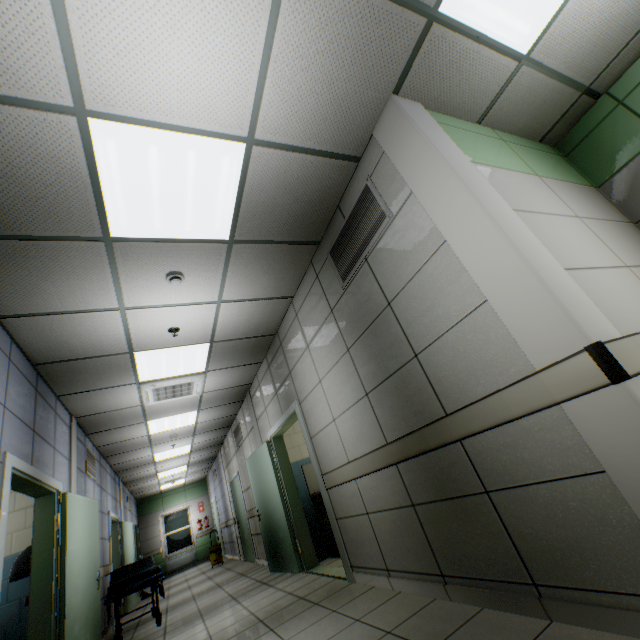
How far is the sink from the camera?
5.2m

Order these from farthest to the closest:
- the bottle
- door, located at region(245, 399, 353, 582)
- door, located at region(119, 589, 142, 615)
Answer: the bottle
door, located at region(119, 589, 142, 615)
door, located at region(245, 399, 353, 582)

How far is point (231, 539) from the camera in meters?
10.9

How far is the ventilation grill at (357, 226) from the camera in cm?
266

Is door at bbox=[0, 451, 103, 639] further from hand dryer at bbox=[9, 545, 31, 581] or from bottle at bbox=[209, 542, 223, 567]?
bottle at bbox=[209, 542, 223, 567]

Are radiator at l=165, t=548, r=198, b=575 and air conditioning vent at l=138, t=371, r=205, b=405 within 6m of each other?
no

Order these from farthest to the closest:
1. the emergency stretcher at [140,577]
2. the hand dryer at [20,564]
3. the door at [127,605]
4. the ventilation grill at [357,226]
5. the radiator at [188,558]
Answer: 1. the radiator at [188,558]
2. the door at [127,605]
3. the emergency stretcher at [140,577]
4. the hand dryer at [20,564]
5. the ventilation grill at [357,226]

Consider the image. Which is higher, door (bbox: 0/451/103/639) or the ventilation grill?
the ventilation grill
